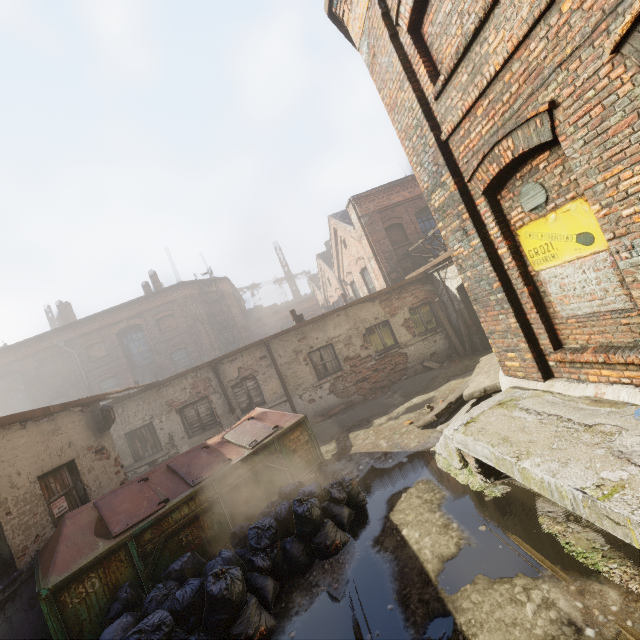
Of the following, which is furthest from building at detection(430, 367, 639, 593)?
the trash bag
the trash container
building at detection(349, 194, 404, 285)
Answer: building at detection(349, 194, 404, 285)

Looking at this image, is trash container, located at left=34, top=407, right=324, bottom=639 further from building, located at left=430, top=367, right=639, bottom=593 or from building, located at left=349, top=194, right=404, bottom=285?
building, located at left=349, top=194, right=404, bottom=285

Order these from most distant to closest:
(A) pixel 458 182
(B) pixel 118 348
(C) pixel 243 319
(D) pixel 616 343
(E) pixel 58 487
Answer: (C) pixel 243 319 < (B) pixel 118 348 < (E) pixel 58 487 < (A) pixel 458 182 < (D) pixel 616 343

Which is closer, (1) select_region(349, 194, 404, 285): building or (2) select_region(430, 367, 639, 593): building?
(2) select_region(430, 367, 639, 593): building

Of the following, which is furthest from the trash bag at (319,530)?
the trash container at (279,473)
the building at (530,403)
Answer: the building at (530,403)

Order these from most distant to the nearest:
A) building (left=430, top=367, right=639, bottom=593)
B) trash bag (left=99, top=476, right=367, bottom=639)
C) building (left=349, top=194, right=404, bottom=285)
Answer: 1. building (left=349, top=194, right=404, bottom=285)
2. trash bag (left=99, top=476, right=367, bottom=639)
3. building (left=430, top=367, right=639, bottom=593)

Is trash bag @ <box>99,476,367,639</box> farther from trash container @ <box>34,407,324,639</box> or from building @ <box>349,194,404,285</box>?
building @ <box>349,194,404,285</box>

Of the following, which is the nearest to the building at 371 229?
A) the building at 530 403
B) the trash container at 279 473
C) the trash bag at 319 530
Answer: the building at 530 403
